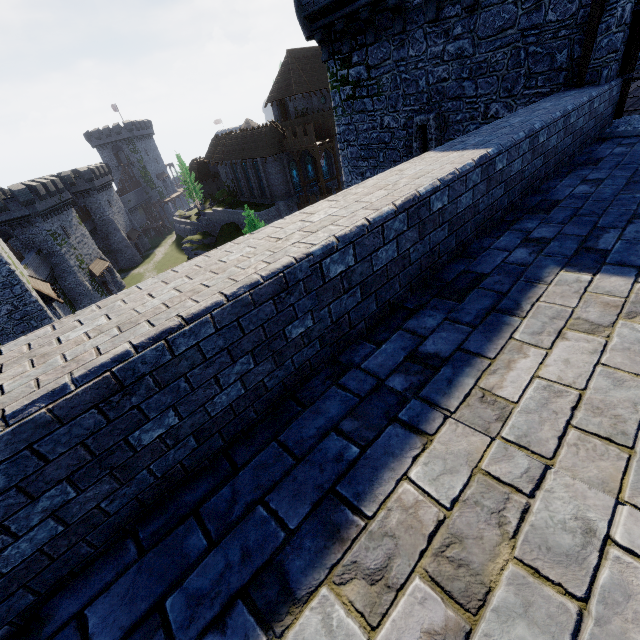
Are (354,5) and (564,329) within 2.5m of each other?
no

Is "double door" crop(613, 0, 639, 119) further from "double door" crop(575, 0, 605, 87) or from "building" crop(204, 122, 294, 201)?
"building" crop(204, 122, 294, 201)

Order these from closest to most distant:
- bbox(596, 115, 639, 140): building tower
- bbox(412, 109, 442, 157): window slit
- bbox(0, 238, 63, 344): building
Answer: bbox(596, 115, 639, 140): building tower → bbox(412, 109, 442, 157): window slit → bbox(0, 238, 63, 344): building

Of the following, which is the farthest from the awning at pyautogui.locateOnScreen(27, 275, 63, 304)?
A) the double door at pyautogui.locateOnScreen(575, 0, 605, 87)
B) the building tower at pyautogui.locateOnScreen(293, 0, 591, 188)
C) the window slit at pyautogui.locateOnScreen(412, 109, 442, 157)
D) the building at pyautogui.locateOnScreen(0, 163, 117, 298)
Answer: the double door at pyautogui.locateOnScreen(575, 0, 605, 87)

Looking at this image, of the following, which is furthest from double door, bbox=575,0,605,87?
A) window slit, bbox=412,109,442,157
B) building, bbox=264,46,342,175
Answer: building, bbox=264,46,342,175

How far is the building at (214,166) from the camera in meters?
42.3 m

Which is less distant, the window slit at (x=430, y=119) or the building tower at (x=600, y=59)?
the building tower at (x=600, y=59)

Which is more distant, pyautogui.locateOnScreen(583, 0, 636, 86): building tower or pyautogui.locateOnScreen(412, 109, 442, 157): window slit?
pyautogui.locateOnScreen(412, 109, 442, 157): window slit
